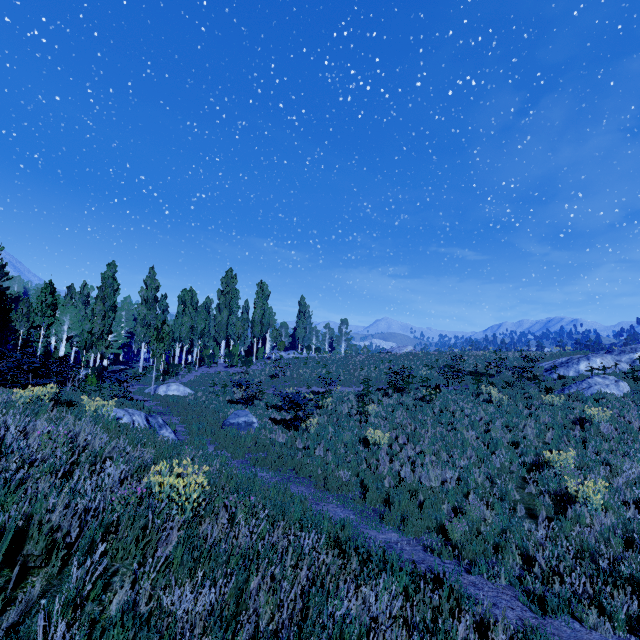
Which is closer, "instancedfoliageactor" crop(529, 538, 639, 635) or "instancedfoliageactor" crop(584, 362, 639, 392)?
"instancedfoliageactor" crop(529, 538, 639, 635)

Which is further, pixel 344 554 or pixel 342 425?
pixel 342 425

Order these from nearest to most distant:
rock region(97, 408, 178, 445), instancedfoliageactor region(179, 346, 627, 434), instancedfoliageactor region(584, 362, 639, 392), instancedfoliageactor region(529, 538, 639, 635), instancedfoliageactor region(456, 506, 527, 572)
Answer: instancedfoliageactor region(529, 538, 639, 635), instancedfoliageactor region(456, 506, 527, 572), rock region(97, 408, 178, 445), instancedfoliageactor region(179, 346, 627, 434), instancedfoliageactor region(584, 362, 639, 392)

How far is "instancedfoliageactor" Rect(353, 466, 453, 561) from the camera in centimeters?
669cm

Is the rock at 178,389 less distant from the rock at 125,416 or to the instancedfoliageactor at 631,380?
the instancedfoliageactor at 631,380

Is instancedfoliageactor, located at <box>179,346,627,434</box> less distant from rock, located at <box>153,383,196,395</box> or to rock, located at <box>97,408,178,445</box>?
rock, located at <box>153,383,196,395</box>

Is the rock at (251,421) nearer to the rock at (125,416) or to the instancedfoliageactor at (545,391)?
the rock at (125,416)

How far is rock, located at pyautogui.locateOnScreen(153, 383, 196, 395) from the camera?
22.4m
